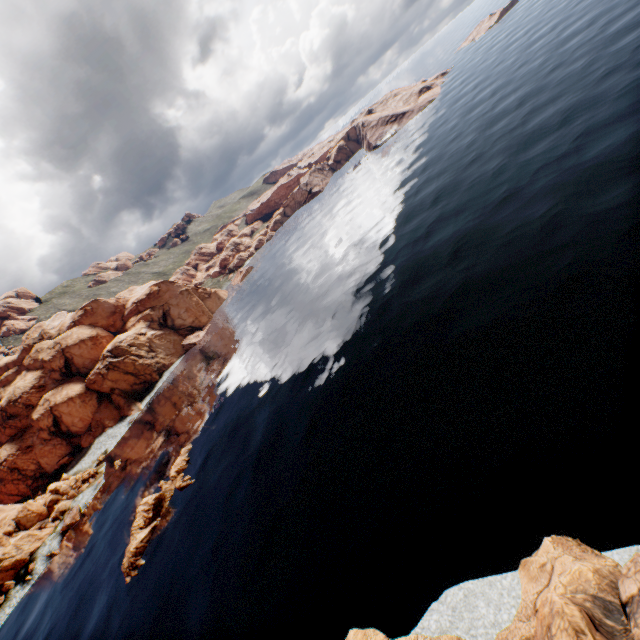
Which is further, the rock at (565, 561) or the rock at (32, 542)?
the rock at (32, 542)

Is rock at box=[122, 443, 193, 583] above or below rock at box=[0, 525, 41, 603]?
below

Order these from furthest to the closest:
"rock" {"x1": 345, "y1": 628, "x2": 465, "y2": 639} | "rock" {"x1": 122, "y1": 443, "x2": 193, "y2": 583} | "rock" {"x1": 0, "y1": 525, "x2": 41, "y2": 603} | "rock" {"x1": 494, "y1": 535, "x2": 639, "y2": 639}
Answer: "rock" {"x1": 0, "y1": 525, "x2": 41, "y2": 603} < "rock" {"x1": 122, "y1": 443, "x2": 193, "y2": 583} < "rock" {"x1": 345, "y1": 628, "x2": 465, "y2": 639} < "rock" {"x1": 494, "y1": 535, "x2": 639, "y2": 639}

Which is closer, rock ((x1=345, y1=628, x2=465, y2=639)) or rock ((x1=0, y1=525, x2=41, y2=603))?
rock ((x1=345, y1=628, x2=465, y2=639))

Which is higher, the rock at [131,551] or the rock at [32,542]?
the rock at [32,542]

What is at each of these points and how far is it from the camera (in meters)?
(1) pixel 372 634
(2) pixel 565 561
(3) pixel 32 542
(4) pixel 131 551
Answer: (1) rock, 19.06
(2) rock, 14.01
(3) rock, 59.69
(4) rock, 39.16
